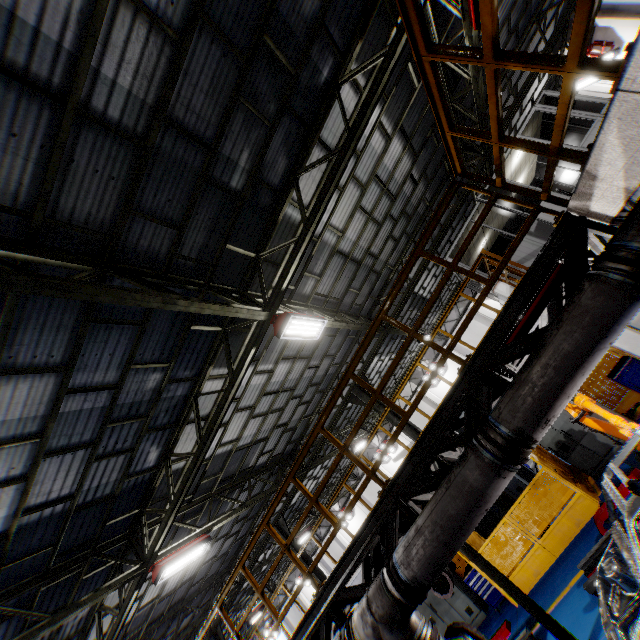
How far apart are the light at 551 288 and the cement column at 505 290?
5.1 meters

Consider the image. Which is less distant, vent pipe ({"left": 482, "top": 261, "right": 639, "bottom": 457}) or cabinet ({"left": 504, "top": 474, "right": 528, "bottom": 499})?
vent pipe ({"left": 482, "top": 261, "right": 639, "bottom": 457})

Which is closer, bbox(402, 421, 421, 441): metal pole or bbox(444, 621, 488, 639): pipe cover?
bbox(444, 621, 488, 639): pipe cover

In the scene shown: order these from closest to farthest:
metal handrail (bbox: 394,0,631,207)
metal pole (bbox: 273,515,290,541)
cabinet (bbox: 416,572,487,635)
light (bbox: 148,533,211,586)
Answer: metal handrail (bbox: 394,0,631,207) < light (bbox: 148,533,211,586) < cabinet (bbox: 416,572,487,635) < metal pole (bbox: 273,515,290,541)

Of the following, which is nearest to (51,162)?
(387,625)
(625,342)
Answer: (387,625)

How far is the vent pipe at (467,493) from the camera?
3.24m

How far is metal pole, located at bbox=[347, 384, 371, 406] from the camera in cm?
1345

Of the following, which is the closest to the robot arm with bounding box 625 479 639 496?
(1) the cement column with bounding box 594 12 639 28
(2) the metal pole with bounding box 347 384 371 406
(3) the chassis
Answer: (3) the chassis
